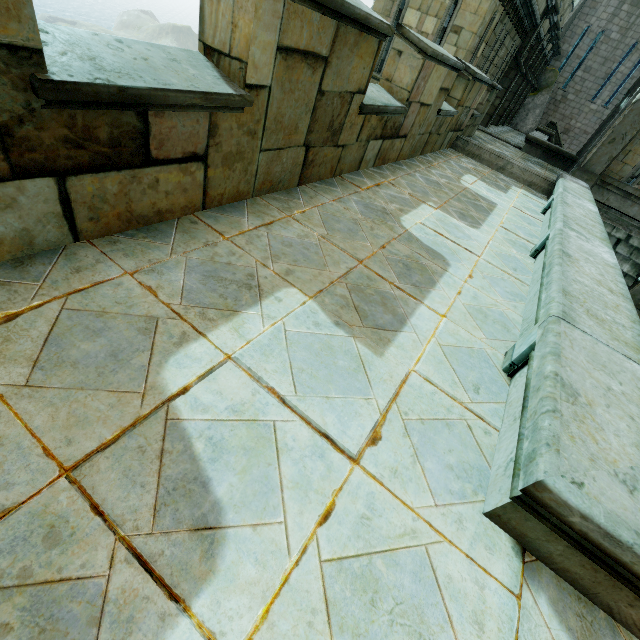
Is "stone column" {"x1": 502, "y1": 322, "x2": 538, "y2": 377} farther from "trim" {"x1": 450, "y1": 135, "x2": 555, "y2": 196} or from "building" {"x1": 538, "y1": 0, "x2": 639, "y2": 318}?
"building" {"x1": 538, "y1": 0, "x2": 639, "y2": 318}

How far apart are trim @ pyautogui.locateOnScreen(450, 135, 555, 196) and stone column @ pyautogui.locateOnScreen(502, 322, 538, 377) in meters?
8.6

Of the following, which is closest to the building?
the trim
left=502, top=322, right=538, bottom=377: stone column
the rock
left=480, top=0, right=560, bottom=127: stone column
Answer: the rock

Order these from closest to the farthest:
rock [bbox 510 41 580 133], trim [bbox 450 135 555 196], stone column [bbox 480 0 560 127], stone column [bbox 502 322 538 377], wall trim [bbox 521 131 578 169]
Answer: stone column [bbox 502 322 538 377] → trim [bbox 450 135 555 196] → wall trim [bbox 521 131 578 169] → stone column [bbox 480 0 560 127] → rock [bbox 510 41 580 133]

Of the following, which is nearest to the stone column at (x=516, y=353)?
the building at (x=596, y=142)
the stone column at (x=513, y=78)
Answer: the building at (x=596, y=142)

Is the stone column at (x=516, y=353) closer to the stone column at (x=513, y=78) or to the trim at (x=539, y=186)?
the trim at (x=539, y=186)

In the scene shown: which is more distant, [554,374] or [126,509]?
[554,374]

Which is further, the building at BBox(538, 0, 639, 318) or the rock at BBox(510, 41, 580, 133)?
the rock at BBox(510, 41, 580, 133)
